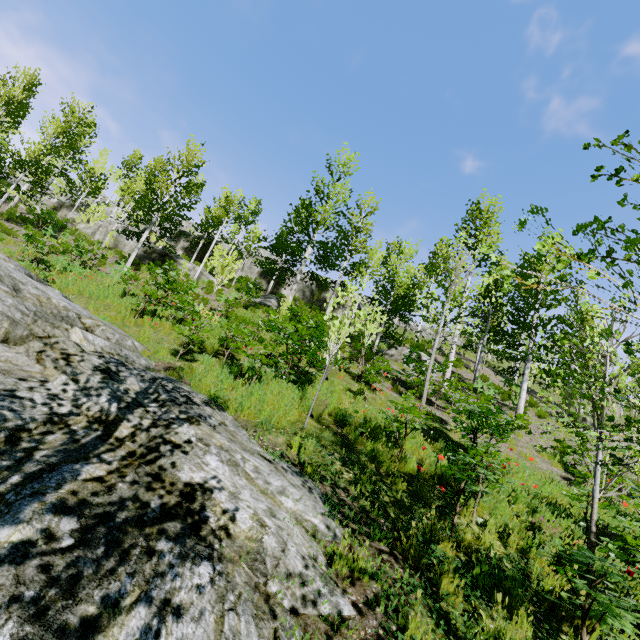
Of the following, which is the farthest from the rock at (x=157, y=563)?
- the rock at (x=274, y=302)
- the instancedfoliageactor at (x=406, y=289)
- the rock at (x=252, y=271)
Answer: the rock at (x=252, y=271)

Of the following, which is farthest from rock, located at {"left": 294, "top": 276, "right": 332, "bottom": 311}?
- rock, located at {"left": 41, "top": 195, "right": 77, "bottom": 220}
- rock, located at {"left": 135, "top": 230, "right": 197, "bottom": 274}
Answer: rock, located at {"left": 135, "top": 230, "right": 197, "bottom": 274}

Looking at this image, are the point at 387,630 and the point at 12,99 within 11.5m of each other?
no

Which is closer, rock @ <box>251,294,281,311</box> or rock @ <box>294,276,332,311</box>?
rock @ <box>251,294,281,311</box>

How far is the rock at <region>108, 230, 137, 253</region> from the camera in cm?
2462

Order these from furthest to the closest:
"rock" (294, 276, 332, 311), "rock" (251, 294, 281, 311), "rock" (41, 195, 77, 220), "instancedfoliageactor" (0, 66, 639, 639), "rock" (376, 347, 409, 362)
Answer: "rock" (294, 276, 332, 311) → "rock" (41, 195, 77, 220) → "rock" (251, 294, 281, 311) → "rock" (376, 347, 409, 362) → "instancedfoliageactor" (0, 66, 639, 639)

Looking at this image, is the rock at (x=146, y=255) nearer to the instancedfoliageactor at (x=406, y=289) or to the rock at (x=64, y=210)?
the instancedfoliageactor at (x=406, y=289)

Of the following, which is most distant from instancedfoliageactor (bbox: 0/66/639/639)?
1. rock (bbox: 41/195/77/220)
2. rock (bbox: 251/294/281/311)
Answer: rock (bbox: 251/294/281/311)
